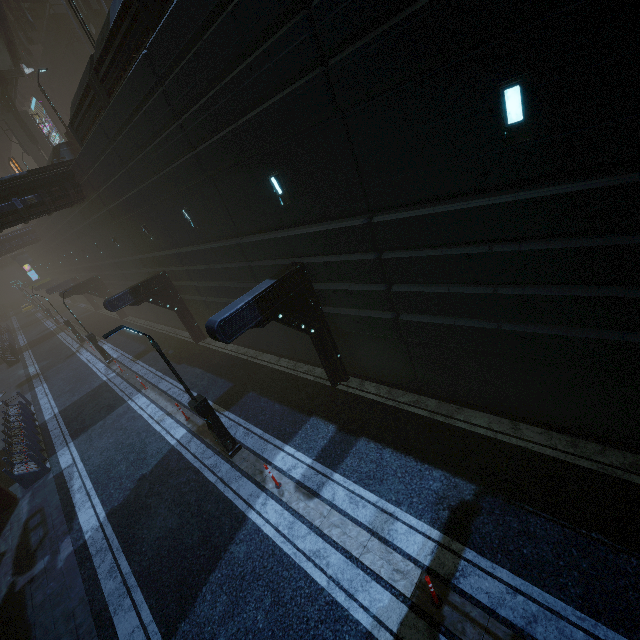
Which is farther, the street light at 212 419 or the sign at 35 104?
the sign at 35 104

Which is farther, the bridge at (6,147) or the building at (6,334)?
the bridge at (6,147)

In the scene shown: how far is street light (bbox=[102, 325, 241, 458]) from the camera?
8.7 meters

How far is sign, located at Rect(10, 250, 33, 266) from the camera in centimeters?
5688cm

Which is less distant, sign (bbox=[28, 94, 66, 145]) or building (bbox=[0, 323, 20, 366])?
building (bbox=[0, 323, 20, 366])

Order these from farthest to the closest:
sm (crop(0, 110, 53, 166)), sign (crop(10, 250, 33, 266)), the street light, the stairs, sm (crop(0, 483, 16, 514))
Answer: sign (crop(10, 250, 33, 266)), sm (crop(0, 110, 53, 166)), the stairs, sm (crop(0, 483, 16, 514)), the street light

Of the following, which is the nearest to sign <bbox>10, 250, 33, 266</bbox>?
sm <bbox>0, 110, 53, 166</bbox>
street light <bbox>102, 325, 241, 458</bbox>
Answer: sm <bbox>0, 110, 53, 166</bbox>

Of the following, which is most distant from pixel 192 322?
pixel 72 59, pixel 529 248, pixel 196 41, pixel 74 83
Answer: pixel 74 83
